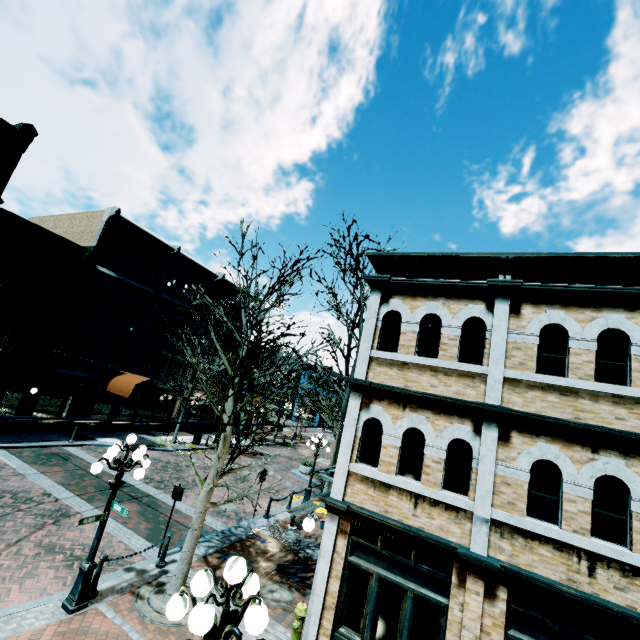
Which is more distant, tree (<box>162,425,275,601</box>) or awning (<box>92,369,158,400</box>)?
awning (<box>92,369,158,400</box>)

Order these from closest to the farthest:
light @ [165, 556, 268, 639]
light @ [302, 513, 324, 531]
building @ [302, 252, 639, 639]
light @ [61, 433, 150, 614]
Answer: light @ [165, 556, 268, 639] → building @ [302, 252, 639, 639] → light @ [61, 433, 150, 614] → light @ [302, 513, 324, 531]

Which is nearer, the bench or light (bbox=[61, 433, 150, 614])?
light (bbox=[61, 433, 150, 614])

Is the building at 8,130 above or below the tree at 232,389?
above

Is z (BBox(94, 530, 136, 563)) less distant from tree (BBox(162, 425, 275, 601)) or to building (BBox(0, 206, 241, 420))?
building (BBox(0, 206, 241, 420))

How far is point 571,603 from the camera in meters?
5.5 m

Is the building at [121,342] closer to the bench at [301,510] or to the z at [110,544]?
the z at [110,544]

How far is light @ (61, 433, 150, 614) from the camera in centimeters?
701cm
